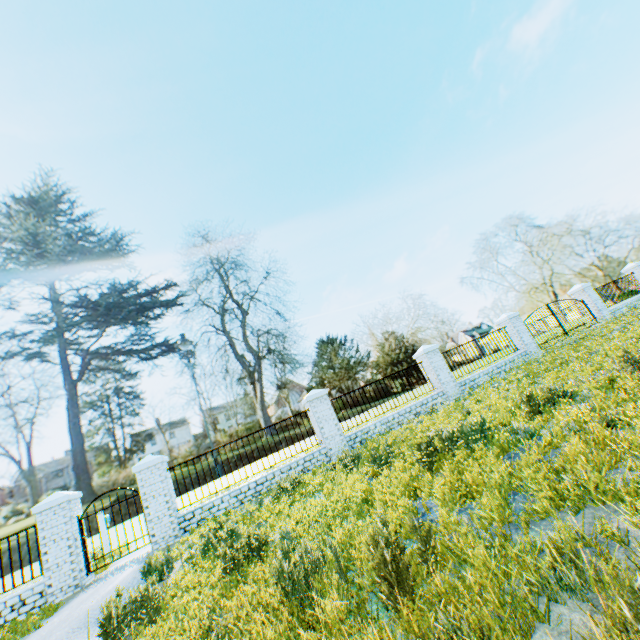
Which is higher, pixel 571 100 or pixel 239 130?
pixel 239 130

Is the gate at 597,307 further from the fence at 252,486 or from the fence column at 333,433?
the fence at 252,486

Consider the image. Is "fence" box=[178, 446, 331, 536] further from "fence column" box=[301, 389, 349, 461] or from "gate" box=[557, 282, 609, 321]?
"gate" box=[557, 282, 609, 321]

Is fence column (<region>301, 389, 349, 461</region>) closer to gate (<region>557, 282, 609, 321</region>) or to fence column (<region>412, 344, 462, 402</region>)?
fence column (<region>412, 344, 462, 402</region>)

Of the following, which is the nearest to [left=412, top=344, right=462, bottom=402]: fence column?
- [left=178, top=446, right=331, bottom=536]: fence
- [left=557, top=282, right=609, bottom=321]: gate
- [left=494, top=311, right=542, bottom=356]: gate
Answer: [left=494, top=311, right=542, bottom=356]: gate

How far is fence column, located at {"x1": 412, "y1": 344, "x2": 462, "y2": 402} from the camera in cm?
1303

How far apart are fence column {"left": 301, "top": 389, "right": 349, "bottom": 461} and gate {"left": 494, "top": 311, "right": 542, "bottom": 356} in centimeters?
976cm

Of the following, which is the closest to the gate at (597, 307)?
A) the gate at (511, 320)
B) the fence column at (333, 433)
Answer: the gate at (511, 320)
